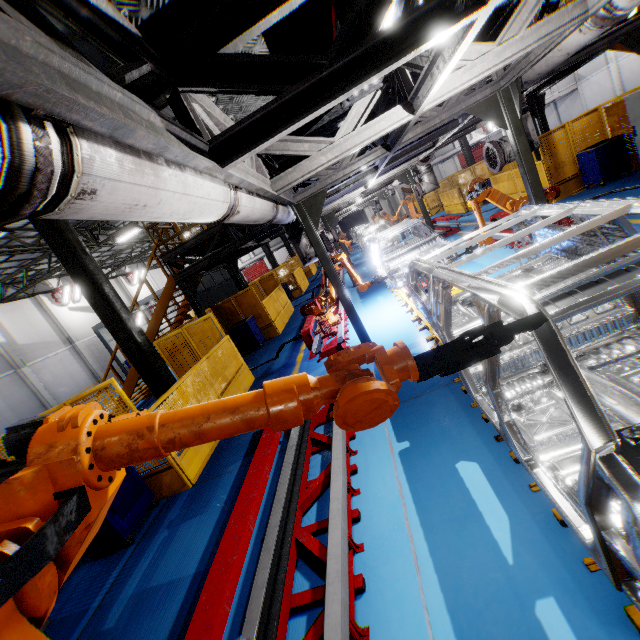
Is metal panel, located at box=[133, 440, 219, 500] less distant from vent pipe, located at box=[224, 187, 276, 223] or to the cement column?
vent pipe, located at box=[224, 187, 276, 223]

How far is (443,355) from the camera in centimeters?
119cm

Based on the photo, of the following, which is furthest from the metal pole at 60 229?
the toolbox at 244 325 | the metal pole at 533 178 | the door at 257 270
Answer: the door at 257 270

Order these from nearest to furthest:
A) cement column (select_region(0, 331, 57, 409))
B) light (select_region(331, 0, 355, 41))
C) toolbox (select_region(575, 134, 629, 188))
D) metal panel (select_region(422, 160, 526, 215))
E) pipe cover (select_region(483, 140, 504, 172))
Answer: light (select_region(331, 0, 355, 41))
pipe cover (select_region(483, 140, 504, 172))
toolbox (select_region(575, 134, 629, 188))
metal panel (select_region(422, 160, 526, 215))
cement column (select_region(0, 331, 57, 409))

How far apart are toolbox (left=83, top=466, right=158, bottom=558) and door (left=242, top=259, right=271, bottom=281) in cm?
4438

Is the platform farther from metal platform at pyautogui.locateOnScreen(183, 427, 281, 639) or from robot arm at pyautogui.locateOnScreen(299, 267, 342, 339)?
metal platform at pyautogui.locateOnScreen(183, 427, 281, 639)

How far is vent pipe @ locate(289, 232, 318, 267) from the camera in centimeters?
722cm

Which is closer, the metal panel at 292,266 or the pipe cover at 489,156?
the pipe cover at 489,156
